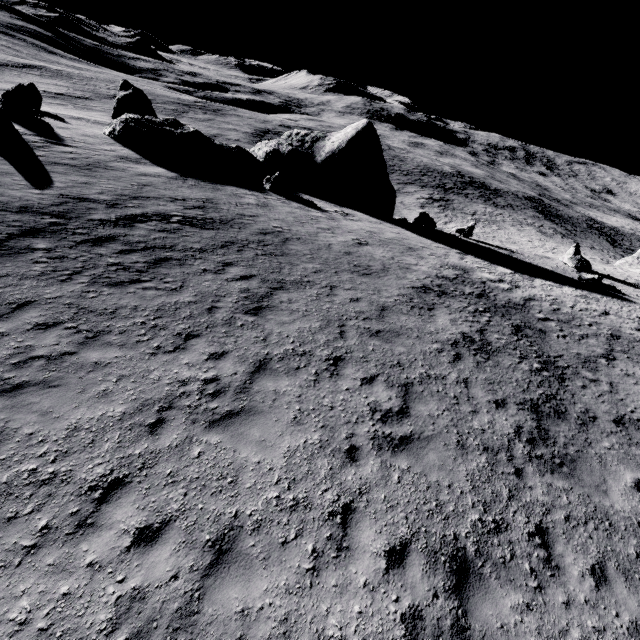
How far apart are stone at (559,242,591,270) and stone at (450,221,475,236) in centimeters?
729cm

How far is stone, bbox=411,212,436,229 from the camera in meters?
26.9

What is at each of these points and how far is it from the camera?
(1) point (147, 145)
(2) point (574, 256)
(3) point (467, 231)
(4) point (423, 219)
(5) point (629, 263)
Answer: (1) stone, 21.2m
(2) stone, 26.6m
(3) stone, 28.4m
(4) stone, 27.4m
(5) stone, 38.7m

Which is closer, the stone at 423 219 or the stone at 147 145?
the stone at 147 145

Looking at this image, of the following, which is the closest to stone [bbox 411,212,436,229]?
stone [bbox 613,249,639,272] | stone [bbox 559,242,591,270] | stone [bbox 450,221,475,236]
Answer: stone [bbox 450,221,475,236]

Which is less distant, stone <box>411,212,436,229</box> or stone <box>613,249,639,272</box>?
stone <box>411,212,436,229</box>

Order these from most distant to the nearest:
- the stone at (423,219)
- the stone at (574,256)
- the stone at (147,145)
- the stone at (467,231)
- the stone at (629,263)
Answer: the stone at (629,263)
the stone at (467,231)
the stone at (423,219)
the stone at (574,256)
the stone at (147,145)
